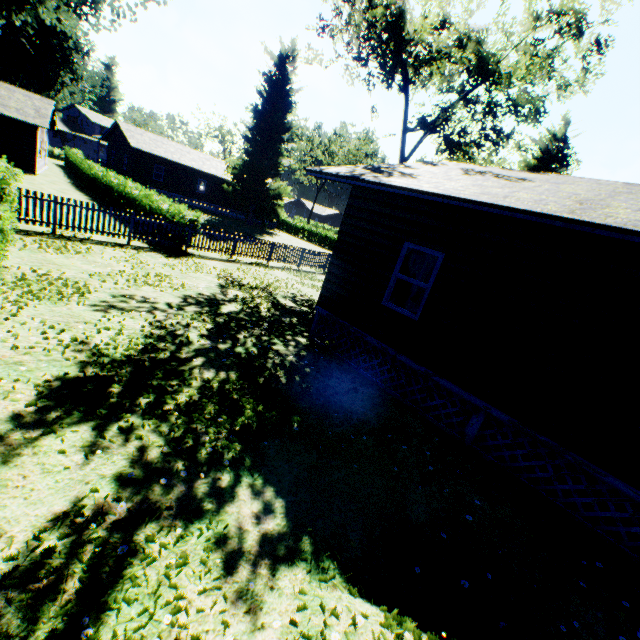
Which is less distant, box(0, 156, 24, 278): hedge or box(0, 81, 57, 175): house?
box(0, 156, 24, 278): hedge

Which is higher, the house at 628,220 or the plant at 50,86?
the plant at 50,86

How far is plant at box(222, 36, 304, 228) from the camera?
35.75m

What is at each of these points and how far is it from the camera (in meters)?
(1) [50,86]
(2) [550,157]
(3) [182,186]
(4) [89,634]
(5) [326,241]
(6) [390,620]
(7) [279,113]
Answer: (1) plant, 41.19
(2) plant, 25.19
(3) house, 37.78
(4) plant, 2.44
(5) hedge, 42.72
(6) plant, 2.95
(7) plant, 35.72

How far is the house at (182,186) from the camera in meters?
34.2

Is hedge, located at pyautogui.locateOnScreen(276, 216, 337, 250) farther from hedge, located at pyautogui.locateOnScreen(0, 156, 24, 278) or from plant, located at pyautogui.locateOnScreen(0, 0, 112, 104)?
hedge, located at pyautogui.locateOnScreen(0, 156, 24, 278)

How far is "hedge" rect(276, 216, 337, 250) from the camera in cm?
4216

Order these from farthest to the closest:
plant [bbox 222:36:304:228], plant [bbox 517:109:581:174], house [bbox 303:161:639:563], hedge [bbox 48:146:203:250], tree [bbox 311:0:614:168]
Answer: plant [bbox 222:36:304:228], plant [bbox 517:109:581:174], tree [bbox 311:0:614:168], hedge [bbox 48:146:203:250], house [bbox 303:161:639:563]
